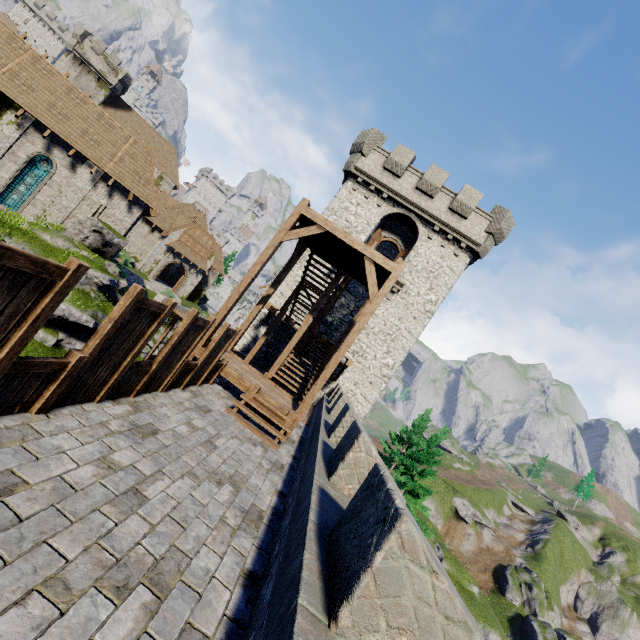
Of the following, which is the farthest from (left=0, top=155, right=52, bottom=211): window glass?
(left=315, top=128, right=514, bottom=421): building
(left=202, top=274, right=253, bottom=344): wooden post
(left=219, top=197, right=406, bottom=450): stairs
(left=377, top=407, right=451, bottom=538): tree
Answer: (left=377, top=407, right=451, bottom=538): tree

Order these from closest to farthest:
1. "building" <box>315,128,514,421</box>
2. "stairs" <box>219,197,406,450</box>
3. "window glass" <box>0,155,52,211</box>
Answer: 1. "stairs" <box>219,197,406,450</box>
2. "window glass" <box>0,155,52,211</box>
3. "building" <box>315,128,514,421</box>

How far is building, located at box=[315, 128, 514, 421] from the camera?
20.00m

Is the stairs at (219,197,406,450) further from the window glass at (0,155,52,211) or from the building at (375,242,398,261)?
the window glass at (0,155,52,211)

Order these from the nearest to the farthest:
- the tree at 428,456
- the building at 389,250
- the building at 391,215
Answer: the building at 391,215 → the tree at 428,456 → the building at 389,250

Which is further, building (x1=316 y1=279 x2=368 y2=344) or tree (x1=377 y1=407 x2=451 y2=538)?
tree (x1=377 y1=407 x2=451 y2=538)

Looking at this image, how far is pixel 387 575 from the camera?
2.4m

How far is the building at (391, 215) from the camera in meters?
20.0
